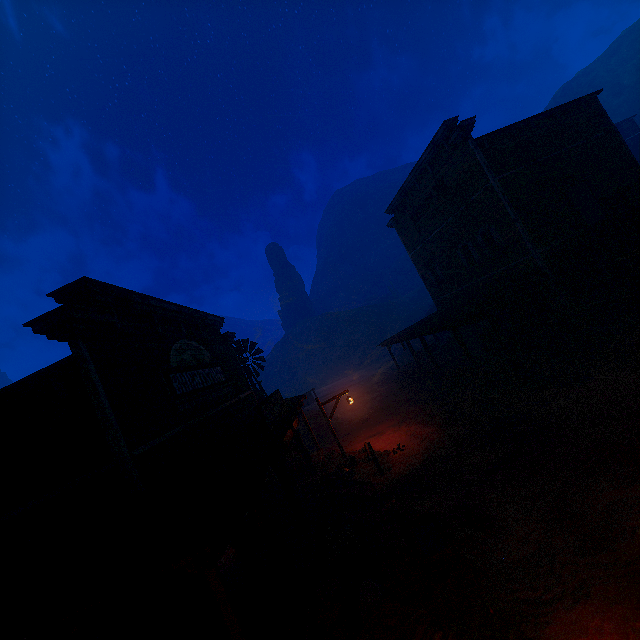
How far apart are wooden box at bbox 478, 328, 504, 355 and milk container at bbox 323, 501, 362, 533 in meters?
12.0 m

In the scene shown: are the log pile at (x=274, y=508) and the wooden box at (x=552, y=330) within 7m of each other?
no

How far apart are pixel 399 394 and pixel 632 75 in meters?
82.1 m

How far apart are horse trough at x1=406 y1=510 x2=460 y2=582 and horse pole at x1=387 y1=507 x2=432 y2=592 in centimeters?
2cm

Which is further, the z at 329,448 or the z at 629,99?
the z at 629,99

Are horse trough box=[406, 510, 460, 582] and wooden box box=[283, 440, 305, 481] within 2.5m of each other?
no

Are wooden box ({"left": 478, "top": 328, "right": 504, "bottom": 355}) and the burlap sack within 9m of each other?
no

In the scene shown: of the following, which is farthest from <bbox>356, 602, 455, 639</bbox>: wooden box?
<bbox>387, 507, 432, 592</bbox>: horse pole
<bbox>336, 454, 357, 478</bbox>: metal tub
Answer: <bbox>336, 454, 357, 478</bbox>: metal tub
